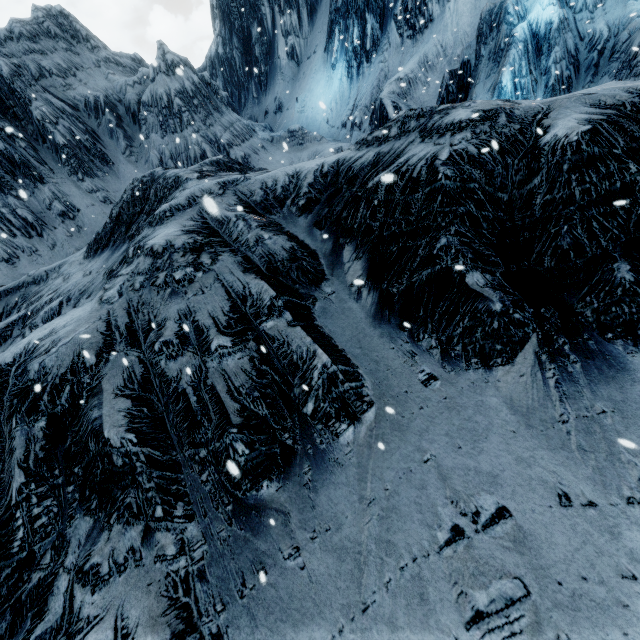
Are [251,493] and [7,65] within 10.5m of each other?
no
